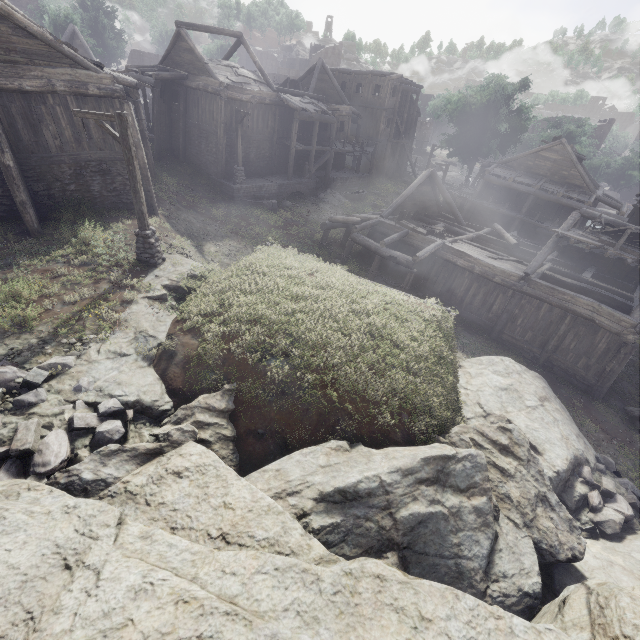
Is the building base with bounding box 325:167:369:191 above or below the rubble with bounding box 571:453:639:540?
above

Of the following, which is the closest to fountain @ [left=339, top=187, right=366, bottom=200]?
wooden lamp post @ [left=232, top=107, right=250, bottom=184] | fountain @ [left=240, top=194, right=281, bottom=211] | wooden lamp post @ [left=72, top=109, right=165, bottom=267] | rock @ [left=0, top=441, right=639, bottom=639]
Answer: fountain @ [left=240, top=194, right=281, bottom=211]

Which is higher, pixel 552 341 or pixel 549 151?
pixel 549 151

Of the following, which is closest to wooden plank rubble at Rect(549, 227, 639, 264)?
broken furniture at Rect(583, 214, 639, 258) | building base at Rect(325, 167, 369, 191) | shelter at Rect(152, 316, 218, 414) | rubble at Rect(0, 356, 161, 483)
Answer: broken furniture at Rect(583, 214, 639, 258)

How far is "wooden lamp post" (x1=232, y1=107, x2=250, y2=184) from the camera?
21.0 meters

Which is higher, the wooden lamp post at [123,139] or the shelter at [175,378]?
the wooden lamp post at [123,139]

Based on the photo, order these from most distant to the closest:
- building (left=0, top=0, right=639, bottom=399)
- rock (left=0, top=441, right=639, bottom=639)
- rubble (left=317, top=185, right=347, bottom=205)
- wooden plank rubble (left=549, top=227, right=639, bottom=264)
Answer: rubble (left=317, top=185, right=347, bottom=205) → wooden plank rubble (left=549, top=227, right=639, bottom=264) → building (left=0, top=0, right=639, bottom=399) → rock (left=0, top=441, right=639, bottom=639)

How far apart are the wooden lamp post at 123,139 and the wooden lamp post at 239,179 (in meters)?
13.01
